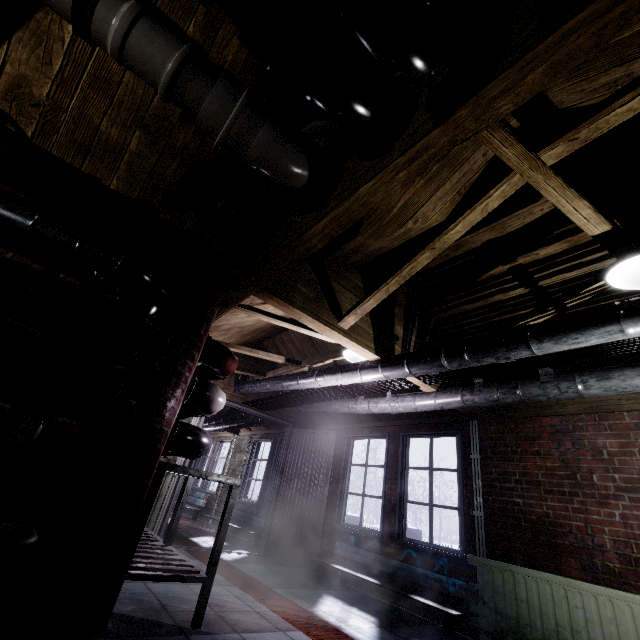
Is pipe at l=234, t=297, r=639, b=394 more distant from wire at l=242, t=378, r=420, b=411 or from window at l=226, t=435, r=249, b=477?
window at l=226, t=435, r=249, b=477

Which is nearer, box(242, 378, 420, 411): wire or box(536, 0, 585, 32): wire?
box(536, 0, 585, 32): wire

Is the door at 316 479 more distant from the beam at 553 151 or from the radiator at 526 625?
the beam at 553 151

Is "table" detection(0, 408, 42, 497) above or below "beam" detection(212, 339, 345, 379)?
below

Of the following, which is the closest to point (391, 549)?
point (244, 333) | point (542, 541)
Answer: point (542, 541)

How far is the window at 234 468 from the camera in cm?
764

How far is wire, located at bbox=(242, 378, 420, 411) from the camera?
3.3m

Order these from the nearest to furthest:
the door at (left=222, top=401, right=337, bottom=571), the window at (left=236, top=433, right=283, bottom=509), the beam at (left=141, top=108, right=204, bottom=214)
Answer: the beam at (left=141, top=108, right=204, bottom=214)
the door at (left=222, top=401, right=337, bottom=571)
the window at (left=236, top=433, right=283, bottom=509)
